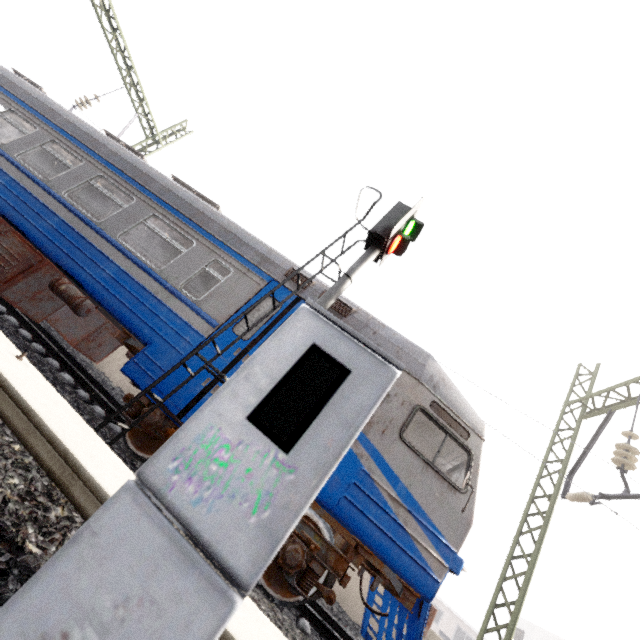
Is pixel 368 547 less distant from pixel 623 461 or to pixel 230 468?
pixel 230 468

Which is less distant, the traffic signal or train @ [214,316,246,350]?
the traffic signal

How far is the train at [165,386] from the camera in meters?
4.9 m

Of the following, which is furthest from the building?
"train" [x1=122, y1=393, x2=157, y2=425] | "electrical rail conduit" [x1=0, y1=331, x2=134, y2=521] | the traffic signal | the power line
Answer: "electrical rail conduit" [x1=0, y1=331, x2=134, y2=521]

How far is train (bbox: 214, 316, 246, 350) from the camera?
5.38m

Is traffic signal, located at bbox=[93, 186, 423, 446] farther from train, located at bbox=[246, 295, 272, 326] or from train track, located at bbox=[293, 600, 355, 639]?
train track, located at bbox=[293, 600, 355, 639]

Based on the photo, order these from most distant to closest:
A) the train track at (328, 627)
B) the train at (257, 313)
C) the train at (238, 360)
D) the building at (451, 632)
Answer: the building at (451, 632), the train at (257, 313), the train at (238, 360), the train track at (328, 627)
